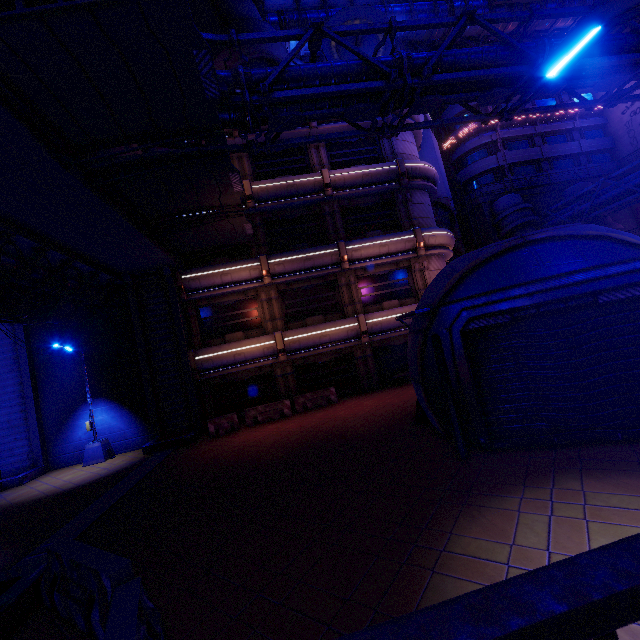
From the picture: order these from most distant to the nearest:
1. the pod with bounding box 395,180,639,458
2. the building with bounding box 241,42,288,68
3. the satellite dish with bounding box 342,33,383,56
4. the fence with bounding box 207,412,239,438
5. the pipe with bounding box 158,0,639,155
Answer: the satellite dish with bounding box 342,33,383,56, the building with bounding box 241,42,288,68, the fence with bounding box 207,412,239,438, the pipe with bounding box 158,0,639,155, the pod with bounding box 395,180,639,458

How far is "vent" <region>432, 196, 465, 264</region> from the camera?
29.5m

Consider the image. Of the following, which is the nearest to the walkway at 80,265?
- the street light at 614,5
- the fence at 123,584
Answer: the fence at 123,584

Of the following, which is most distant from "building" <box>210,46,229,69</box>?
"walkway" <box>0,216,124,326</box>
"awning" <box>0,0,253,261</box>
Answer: "awning" <box>0,0,253,261</box>

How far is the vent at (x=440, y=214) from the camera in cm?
2947

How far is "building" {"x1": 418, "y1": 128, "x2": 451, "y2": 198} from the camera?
30.9 meters

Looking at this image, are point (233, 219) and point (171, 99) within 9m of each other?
yes

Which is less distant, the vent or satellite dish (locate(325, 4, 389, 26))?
satellite dish (locate(325, 4, 389, 26))
